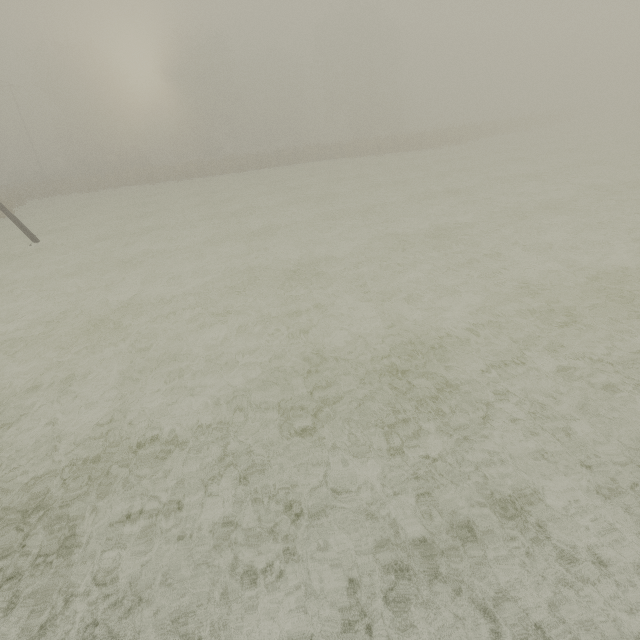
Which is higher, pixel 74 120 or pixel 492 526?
pixel 74 120
